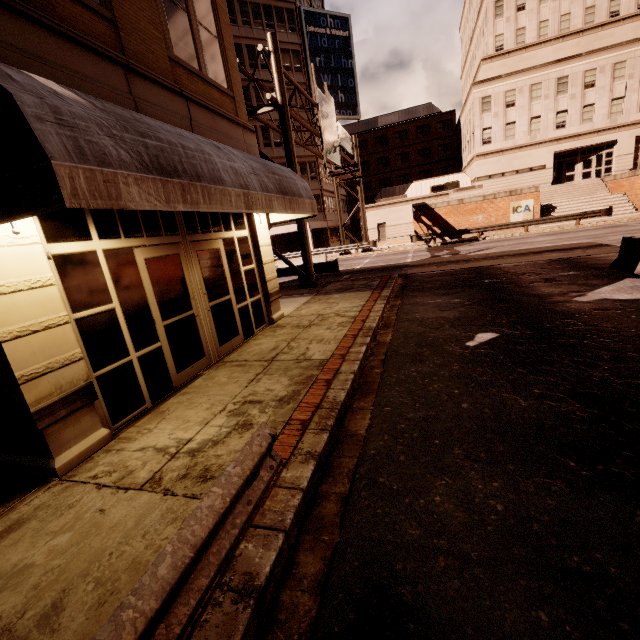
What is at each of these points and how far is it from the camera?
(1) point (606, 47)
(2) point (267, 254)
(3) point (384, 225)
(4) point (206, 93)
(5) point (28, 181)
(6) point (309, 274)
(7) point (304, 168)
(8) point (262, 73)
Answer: (1) building, 30.9 meters
(2) building, 9.4 meters
(3) building, 42.0 meters
(4) building, 7.1 meters
(5) awning, 2.7 meters
(6) sign, 15.1 meters
(7) building, 37.8 meters
(8) building, 33.9 meters

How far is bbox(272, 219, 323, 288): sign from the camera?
14.6 meters

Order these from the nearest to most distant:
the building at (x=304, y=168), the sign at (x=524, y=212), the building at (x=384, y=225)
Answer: the sign at (x=524, y=212), the building at (x=304, y=168), the building at (x=384, y=225)

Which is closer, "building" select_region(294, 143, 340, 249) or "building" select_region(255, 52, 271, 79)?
"building" select_region(255, 52, 271, 79)

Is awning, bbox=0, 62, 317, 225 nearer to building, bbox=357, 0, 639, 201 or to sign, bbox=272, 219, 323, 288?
sign, bbox=272, 219, 323, 288

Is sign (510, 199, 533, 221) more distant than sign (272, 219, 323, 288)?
Yes

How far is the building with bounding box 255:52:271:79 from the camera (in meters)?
33.62

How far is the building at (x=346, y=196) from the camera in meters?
48.9
